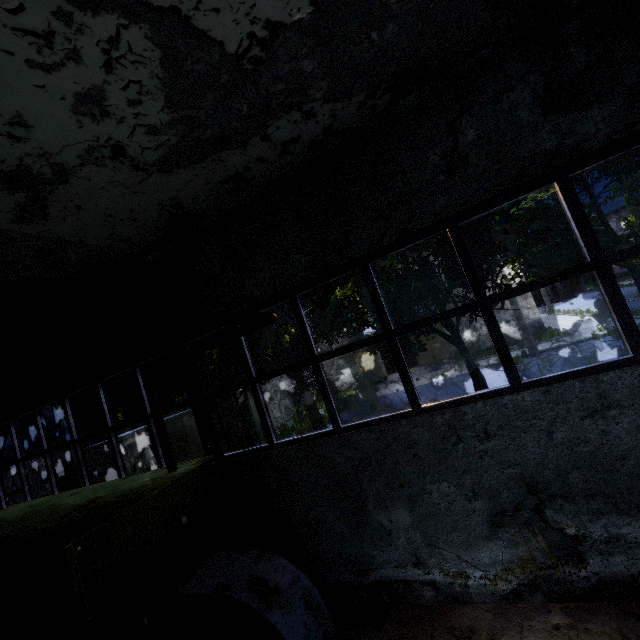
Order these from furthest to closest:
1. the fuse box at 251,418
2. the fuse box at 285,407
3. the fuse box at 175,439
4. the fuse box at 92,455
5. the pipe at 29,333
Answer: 1. the fuse box at 285,407
2. the fuse box at 251,418
3. the fuse box at 175,439
4. the fuse box at 92,455
5. the pipe at 29,333

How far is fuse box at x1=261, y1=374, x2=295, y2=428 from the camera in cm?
2338

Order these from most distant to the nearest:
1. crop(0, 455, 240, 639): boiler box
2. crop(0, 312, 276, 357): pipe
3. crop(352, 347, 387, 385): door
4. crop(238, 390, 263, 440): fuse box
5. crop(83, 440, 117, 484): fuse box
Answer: crop(352, 347, 387, 385): door → crop(238, 390, 263, 440): fuse box → crop(83, 440, 117, 484): fuse box → crop(0, 455, 240, 639): boiler box → crop(0, 312, 276, 357): pipe

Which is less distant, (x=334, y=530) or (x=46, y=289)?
(x=334, y=530)

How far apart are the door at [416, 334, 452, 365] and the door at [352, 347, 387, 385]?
2.7 meters

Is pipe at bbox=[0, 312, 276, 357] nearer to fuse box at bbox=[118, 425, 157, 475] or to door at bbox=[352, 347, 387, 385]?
fuse box at bbox=[118, 425, 157, 475]

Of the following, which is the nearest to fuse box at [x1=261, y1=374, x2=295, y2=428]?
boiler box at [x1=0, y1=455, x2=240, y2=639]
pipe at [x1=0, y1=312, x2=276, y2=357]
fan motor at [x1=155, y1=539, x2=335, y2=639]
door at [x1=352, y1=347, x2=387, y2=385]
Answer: door at [x1=352, y1=347, x2=387, y2=385]

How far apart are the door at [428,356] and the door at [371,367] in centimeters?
269cm
